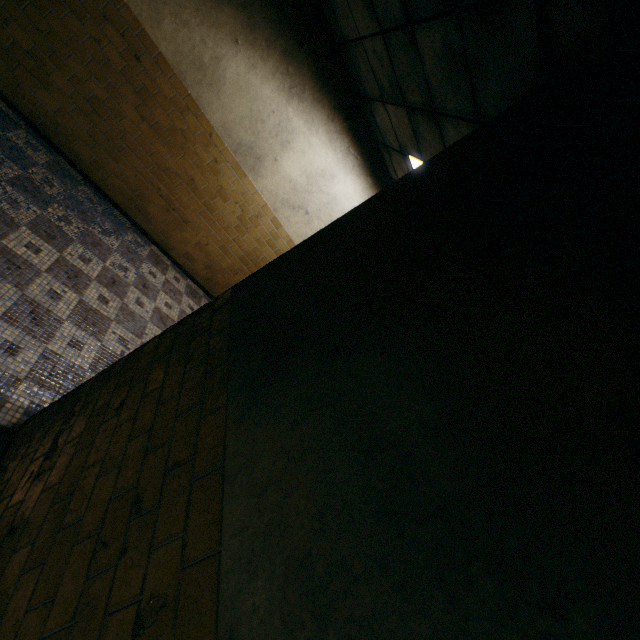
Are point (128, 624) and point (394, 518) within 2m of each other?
yes
